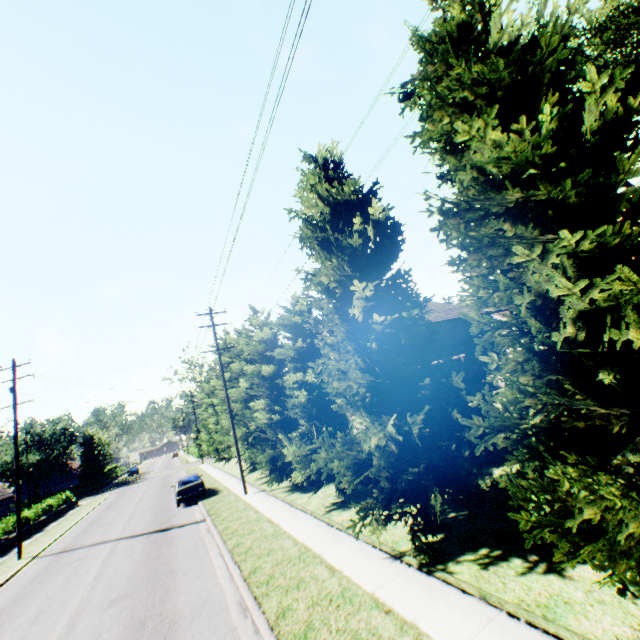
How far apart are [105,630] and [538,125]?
14.4m

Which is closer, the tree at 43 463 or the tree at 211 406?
the tree at 211 406

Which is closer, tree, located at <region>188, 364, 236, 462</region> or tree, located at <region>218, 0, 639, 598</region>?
tree, located at <region>218, 0, 639, 598</region>

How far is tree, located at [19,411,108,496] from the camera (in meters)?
50.59

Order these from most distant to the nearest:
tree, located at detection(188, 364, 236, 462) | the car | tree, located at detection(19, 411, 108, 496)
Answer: tree, located at detection(19, 411, 108, 496) < tree, located at detection(188, 364, 236, 462) < the car
